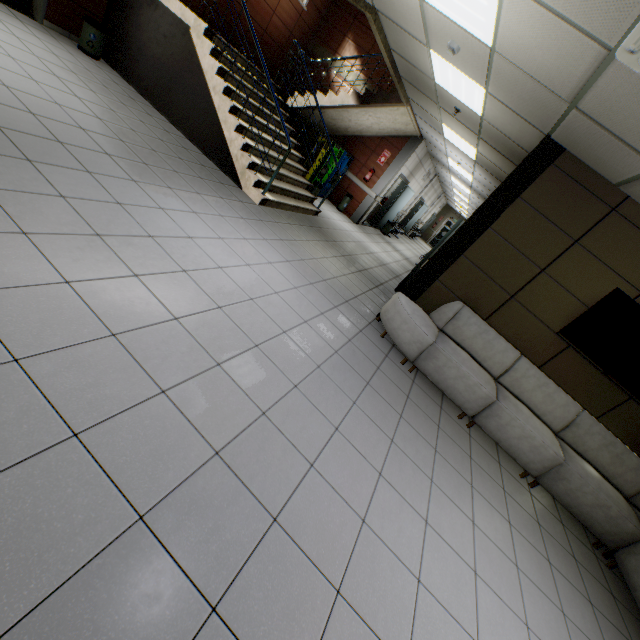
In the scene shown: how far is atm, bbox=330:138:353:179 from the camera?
9.2 meters

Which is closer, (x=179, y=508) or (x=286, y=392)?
(x=179, y=508)

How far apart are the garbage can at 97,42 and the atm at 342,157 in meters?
5.8 m

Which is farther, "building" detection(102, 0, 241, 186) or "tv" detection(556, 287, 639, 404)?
"building" detection(102, 0, 241, 186)

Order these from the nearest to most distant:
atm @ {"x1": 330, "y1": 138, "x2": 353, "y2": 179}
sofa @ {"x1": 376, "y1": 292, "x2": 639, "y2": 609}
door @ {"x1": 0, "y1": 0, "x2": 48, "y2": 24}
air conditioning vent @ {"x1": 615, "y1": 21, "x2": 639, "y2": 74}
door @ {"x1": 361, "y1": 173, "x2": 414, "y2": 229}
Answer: air conditioning vent @ {"x1": 615, "y1": 21, "x2": 639, "y2": 74}, sofa @ {"x1": 376, "y1": 292, "x2": 639, "y2": 609}, door @ {"x1": 0, "y1": 0, "x2": 48, "y2": 24}, atm @ {"x1": 330, "y1": 138, "x2": 353, "y2": 179}, door @ {"x1": 361, "y1": 173, "x2": 414, "y2": 229}

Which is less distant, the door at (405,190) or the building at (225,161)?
the building at (225,161)

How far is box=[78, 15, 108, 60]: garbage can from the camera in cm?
595

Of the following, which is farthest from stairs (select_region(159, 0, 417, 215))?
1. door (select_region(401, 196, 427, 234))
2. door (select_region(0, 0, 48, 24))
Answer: door (select_region(401, 196, 427, 234))
